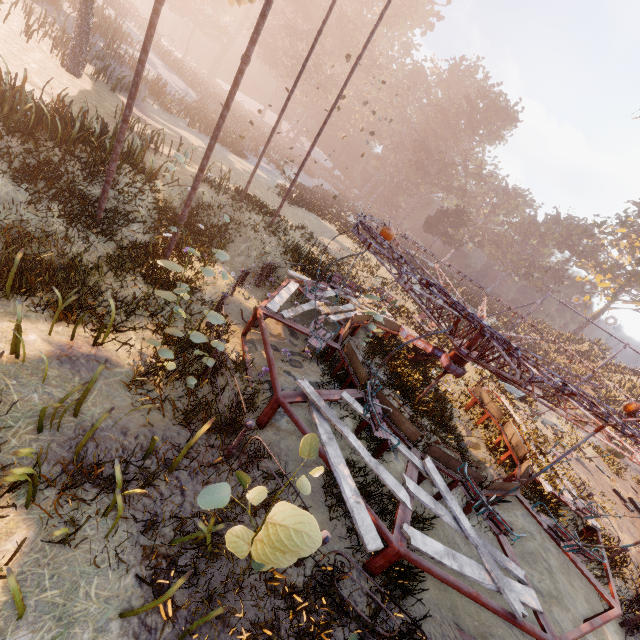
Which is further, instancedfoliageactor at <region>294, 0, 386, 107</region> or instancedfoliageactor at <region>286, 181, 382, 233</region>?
instancedfoliageactor at <region>294, 0, 386, 107</region>

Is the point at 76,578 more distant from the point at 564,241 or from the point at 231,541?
the point at 564,241

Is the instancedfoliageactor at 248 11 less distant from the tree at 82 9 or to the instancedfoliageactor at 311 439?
the tree at 82 9

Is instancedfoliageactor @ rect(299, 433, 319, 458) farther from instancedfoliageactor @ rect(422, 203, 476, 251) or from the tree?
instancedfoliageactor @ rect(422, 203, 476, 251)

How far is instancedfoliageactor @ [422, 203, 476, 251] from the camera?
46.9 meters

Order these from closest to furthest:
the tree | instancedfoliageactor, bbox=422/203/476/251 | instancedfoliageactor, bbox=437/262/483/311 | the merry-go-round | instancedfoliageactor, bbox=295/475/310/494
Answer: instancedfoliageactor, bbox=295/475/310/494
the merry-go-round
the tree
instancedfoliageactor, bbox=437/262/483/311
instancedfoliageactor, bbox=422/203/476/251

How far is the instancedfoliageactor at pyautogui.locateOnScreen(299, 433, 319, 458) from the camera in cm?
265

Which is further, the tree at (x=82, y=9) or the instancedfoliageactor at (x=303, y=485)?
the tree at (x=82, y=9)
